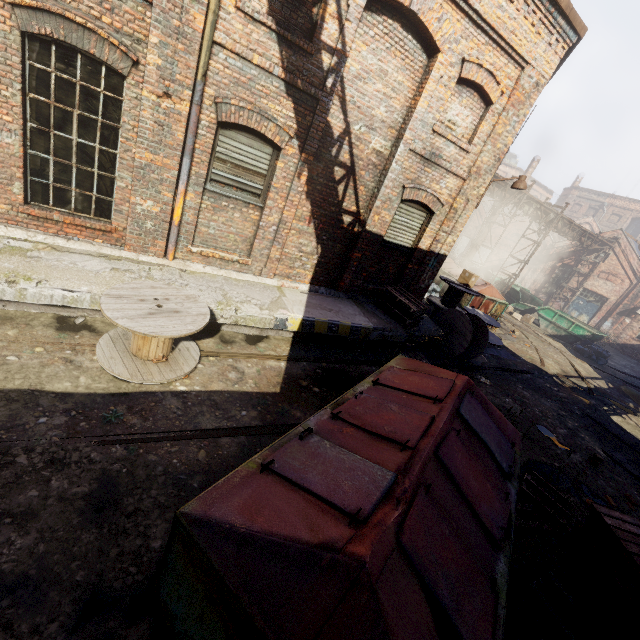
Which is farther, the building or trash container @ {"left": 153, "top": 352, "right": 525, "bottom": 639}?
the building

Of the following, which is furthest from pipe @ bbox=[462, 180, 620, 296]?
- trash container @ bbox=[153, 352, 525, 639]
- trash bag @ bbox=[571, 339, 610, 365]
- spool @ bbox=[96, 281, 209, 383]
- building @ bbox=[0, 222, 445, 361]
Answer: spool @ bbox=[96, 281, 209, 383]

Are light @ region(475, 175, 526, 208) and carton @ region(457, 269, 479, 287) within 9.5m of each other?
yes

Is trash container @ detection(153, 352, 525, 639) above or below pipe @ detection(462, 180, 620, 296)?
below

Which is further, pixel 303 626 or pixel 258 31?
pixel 258 31

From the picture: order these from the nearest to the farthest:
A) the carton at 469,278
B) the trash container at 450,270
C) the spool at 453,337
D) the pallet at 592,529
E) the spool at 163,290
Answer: the pallet at 592,529, the spool at 163,290, the spool at 453,337, the carton at 469,278, the trash container at 450,270

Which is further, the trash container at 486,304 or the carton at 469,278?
the trash container at 486,304

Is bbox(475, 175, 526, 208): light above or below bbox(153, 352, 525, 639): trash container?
above
